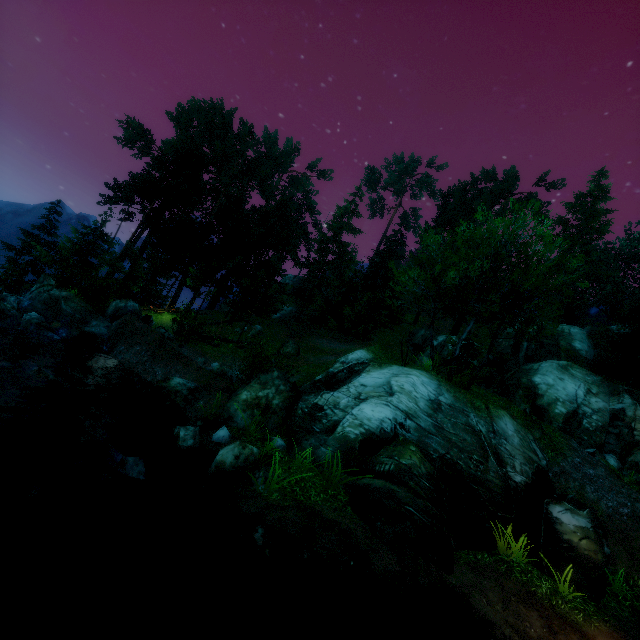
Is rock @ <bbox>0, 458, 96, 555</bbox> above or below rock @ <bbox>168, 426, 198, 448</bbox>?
below

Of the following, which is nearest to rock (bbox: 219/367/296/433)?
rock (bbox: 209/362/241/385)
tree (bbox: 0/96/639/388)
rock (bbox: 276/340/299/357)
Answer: rock (bbox: 209/362/241/385)

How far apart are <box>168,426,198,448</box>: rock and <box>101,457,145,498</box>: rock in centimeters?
220cm

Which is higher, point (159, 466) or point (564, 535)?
point (564, 535)

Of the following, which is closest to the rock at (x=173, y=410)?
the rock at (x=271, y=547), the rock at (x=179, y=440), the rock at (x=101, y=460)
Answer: the rock at (x=179, y=440)

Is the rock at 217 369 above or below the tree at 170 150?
below

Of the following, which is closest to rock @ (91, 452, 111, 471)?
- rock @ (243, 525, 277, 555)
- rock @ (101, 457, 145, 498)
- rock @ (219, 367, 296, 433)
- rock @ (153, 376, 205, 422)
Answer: rock @ (101, 457, 145, 498)

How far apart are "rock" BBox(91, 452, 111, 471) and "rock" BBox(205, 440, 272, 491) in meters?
2.2 m
